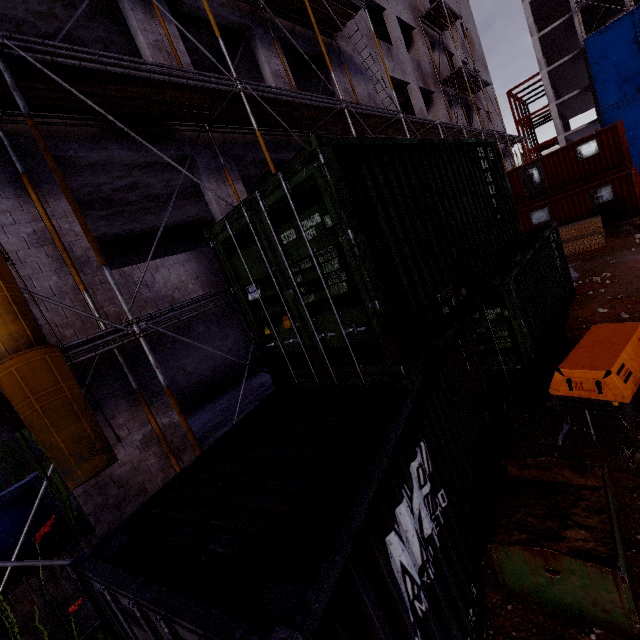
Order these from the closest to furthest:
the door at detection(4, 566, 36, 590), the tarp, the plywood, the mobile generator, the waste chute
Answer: the waste chute
the mobile generator
the door at detection(4, 566, 36, 590)
the plywood
the tarp

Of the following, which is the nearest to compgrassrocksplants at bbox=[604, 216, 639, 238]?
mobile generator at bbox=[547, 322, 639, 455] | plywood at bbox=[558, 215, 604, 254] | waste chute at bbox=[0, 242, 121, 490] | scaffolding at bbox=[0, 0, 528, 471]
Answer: plywood at bbox=[558, 215, 604, 254]

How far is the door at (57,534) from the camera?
5.3 meters

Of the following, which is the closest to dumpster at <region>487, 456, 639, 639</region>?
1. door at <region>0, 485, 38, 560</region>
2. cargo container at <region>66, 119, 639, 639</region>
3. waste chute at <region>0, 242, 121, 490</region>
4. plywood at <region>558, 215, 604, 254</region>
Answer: cargo container at <region>66, 119, 639, 639</region>

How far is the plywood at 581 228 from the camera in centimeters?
1434cm

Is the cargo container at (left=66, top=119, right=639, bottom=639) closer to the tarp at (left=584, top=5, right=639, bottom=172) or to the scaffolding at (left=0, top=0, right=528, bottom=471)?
the scaffolding at (left=0, top=0, right=528, bottom=471)

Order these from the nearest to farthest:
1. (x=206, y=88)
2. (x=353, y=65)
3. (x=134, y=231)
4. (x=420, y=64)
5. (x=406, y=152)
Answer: (x=406, y=152), (x=206, y=88), (x=134, y=231), (x=353, y=65), (x=420, y=64)

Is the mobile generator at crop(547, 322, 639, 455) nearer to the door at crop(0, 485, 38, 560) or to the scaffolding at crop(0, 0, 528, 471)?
the scaffolding at crop(0, 0, 528, 471)
